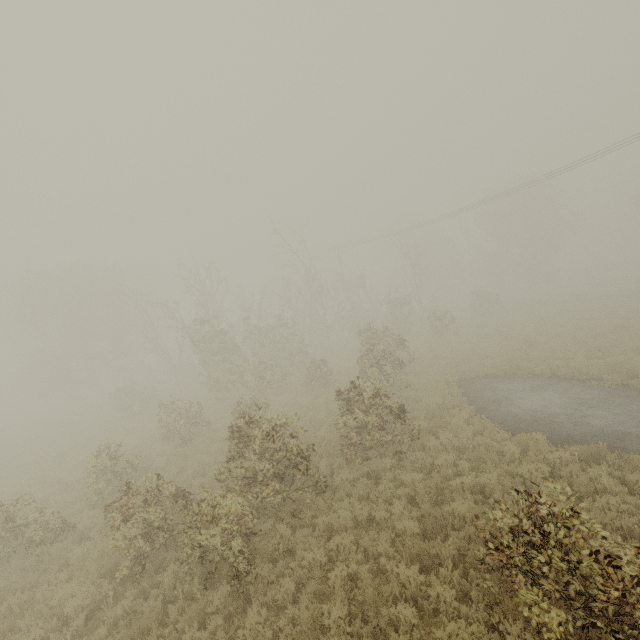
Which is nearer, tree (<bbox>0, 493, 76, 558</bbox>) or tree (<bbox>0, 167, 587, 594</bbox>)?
tree (<bbox>0, 167, 587, 594</bbox>)

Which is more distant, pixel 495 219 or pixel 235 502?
pixel 495 219

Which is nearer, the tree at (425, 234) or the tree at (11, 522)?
the tree at (425, 234)
